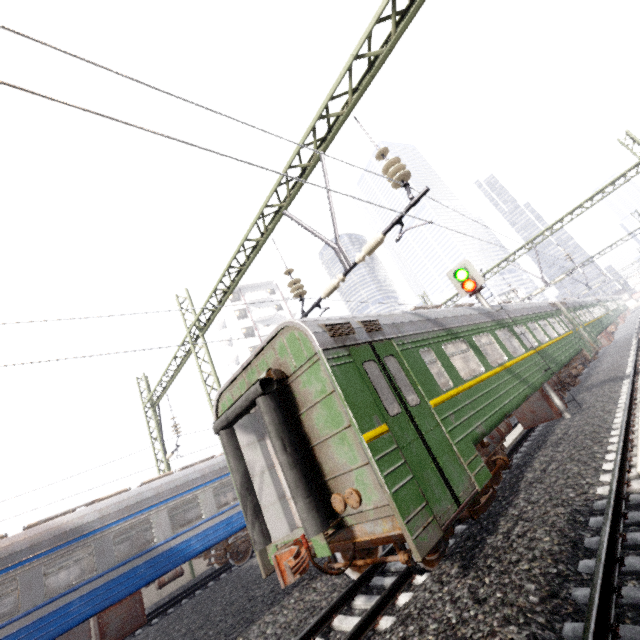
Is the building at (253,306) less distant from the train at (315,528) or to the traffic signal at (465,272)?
the train at (315,528)

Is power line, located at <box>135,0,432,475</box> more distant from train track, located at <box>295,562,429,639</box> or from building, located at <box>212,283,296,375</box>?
building, located at <box>212,283,296,375</box>

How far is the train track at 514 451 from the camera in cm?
903

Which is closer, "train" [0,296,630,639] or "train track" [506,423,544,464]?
"train" [0,296,630,639]

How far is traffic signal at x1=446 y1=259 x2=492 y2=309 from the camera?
11.2m

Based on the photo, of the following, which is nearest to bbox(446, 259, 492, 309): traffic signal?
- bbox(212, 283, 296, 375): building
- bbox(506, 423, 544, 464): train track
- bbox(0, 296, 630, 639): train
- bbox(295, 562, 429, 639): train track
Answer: bbox(0, 296, 630, 639): train

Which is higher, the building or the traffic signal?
the building

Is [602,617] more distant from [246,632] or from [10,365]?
[10,365]
